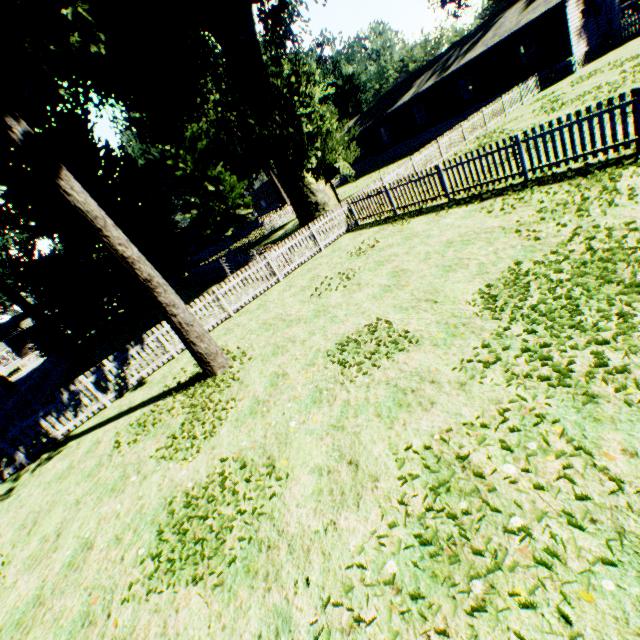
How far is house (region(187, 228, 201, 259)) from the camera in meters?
58.6

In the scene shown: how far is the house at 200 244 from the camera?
58.6m

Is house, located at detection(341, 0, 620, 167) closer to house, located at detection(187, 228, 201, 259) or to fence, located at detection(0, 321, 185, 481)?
fence, located at detection(0, 321, 185, 481)

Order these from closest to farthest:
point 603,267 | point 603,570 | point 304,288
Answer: point 603,570
point 603,267
point 304,288

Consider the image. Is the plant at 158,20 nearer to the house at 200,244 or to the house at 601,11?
the house at 601,11

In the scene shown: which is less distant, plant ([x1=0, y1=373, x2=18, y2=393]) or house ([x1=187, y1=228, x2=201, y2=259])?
plant ([x1=0, y1=373, x2=18, y2=393])

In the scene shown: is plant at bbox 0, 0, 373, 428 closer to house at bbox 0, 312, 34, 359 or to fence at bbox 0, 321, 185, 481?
fence at bbox 0, 321, 185, 481

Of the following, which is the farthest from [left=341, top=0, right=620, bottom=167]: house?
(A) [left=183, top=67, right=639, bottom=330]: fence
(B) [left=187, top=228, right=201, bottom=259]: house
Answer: (B) [left=187, top=228, right=201, bottom=259]: house
